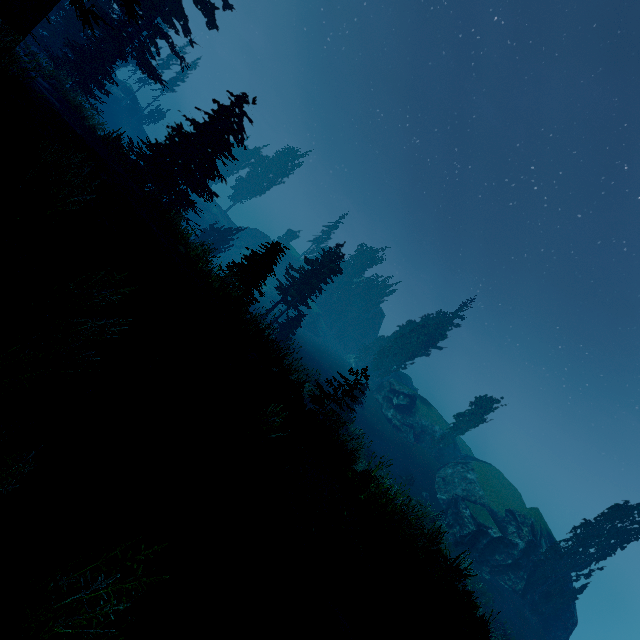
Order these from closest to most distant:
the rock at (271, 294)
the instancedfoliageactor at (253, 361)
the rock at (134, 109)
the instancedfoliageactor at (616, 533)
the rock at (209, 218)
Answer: the instancedfoliageactor at (253, 361) → the instancedfoliageactor at (616, 533) → the rock at (134, 109) → the rock at (271, 294) → the rock at (209, 218)

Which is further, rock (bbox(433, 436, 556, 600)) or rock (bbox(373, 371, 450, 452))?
rock (bbox(373, 371, 450, 452))

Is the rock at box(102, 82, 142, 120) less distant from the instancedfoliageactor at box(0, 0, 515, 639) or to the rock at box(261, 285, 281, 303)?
the instancedfoliageactor at box(0, 0, 515, 639)

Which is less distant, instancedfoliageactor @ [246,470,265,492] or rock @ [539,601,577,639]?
instancedfoliageactor @ [246,470,265,492]

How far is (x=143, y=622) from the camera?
3.2m

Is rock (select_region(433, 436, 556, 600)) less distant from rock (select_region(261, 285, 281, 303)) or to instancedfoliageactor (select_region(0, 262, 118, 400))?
instancedfoliageactor (select_region(0, 262, 118, 400))

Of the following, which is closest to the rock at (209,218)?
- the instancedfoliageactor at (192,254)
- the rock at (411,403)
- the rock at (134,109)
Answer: the instancedfoliageactor at (192,254)
